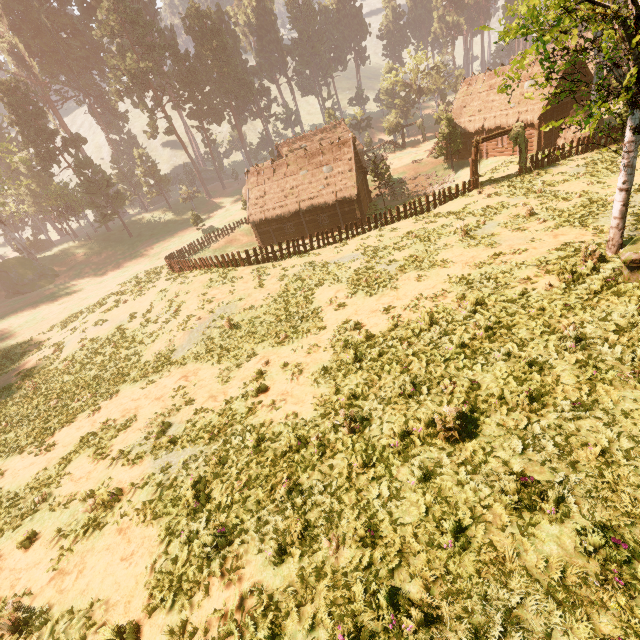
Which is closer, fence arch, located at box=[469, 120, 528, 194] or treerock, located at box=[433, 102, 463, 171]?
fence arch, located at box=[469, 120, 528, 194]

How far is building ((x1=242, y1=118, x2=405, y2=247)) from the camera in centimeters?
3222cm

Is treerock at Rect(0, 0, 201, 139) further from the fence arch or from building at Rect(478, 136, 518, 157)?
the fence arch

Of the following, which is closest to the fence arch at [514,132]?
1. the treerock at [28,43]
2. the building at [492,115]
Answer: the treerock at [28,43]

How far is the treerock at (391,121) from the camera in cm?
5691

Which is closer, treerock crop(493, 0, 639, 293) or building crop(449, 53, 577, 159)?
treerock crop(493, 0, 639, 293)

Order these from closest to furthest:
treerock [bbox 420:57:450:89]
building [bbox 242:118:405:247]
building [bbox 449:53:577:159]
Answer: building [bbox 449:53:577:159] < building [bbox 242:118:405:247] < treerock [bbox 420:57:450:89]

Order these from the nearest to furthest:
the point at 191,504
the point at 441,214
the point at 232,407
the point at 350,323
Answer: the point at 191,504, the point at 232,407, the point at 350,323, the point at 441,214
